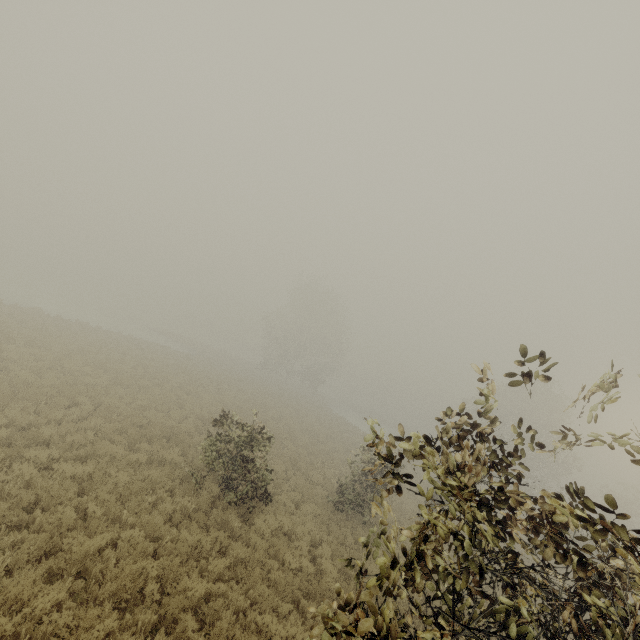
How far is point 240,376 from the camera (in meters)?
41.59

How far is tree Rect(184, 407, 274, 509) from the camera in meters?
10.7 m

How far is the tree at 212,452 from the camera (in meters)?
10.67

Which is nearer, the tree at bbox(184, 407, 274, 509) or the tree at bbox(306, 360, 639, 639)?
the tree at bbox(306, 360, 639, 639)

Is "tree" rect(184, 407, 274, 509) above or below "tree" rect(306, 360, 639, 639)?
below

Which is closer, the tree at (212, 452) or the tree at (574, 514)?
the tree at (574, 514)
